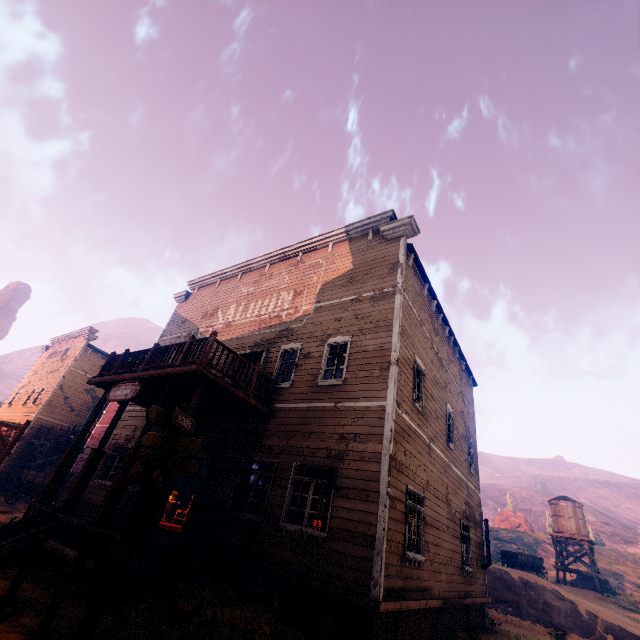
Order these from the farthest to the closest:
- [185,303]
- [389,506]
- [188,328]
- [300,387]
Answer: [185,303] → [188,328] → [300,387] → [389,506]

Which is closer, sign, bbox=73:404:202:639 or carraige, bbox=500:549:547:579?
sign, bbox=73:404:202:639

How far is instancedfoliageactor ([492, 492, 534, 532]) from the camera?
46.46m

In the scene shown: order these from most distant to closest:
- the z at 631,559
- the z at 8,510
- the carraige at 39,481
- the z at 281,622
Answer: the carraige at 39,481 → the z at 631,559 → the z at 8,510 → the z at 281,622

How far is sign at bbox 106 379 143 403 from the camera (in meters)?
9.13

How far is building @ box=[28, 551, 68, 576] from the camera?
6.7 meters

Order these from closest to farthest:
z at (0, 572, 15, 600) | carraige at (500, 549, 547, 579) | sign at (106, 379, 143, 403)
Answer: z at (0, 572, 15, 600)
sign at (106, 379, 143, 403)
carraige at (500, 549, 547, 579)

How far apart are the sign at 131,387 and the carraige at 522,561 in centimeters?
3319cm
